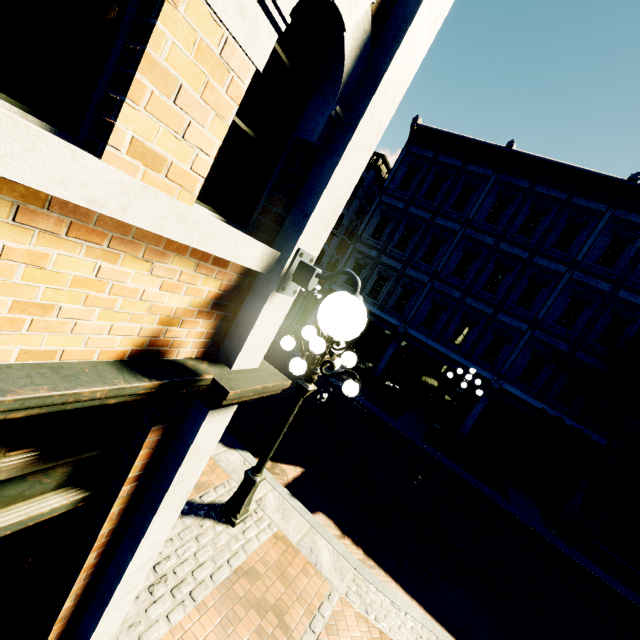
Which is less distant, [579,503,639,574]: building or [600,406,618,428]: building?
[579,503,639,574]: building

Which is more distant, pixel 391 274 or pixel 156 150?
pixel 391 274

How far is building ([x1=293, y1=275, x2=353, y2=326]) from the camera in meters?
18.8 m

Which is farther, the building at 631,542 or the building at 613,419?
the building at 613,419

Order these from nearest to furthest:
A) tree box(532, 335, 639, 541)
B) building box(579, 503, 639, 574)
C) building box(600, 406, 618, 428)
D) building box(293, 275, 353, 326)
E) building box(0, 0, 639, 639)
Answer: building box(0, 0, 639, 639) → tree box(532, 335, 639, 541) → building box(579, 503, 639, 574) → building box(600, 406, 618, 428) → building box(293, 275, 353, 326)

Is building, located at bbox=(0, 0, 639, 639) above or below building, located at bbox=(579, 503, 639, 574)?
above

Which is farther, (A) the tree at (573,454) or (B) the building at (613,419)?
(B) the building at (613,419)
